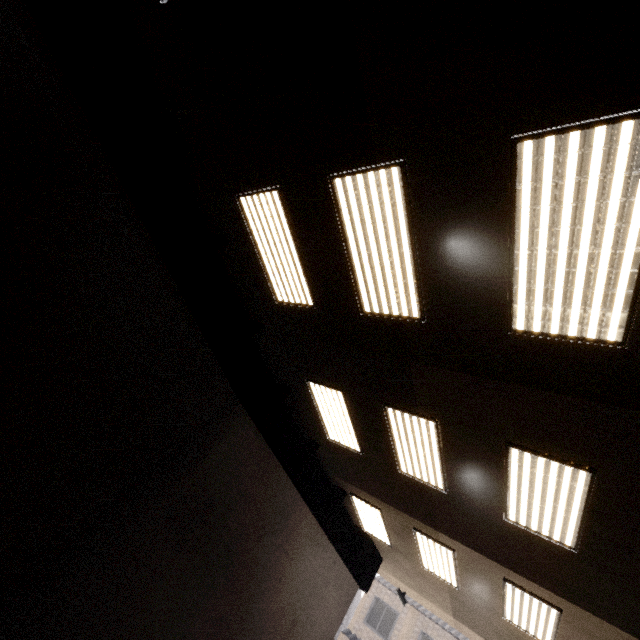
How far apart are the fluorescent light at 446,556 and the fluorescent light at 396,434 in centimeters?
230cm

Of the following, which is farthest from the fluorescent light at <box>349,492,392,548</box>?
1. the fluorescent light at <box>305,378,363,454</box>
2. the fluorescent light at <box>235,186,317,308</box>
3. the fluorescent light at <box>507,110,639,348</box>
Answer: the fluorescent light at <box>507,110,639,348</box>

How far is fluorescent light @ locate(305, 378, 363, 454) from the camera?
6.7m

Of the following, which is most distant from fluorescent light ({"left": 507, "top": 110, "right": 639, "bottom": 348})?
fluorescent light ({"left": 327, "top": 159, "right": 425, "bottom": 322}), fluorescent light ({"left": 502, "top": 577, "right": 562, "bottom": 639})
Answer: fluorescent light ({"left": 502, "top": 577, "right": 562, "bottom": 639})

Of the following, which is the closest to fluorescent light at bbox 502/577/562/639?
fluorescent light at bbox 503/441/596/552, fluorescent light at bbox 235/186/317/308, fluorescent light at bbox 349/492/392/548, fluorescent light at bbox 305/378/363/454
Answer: fluorescent light at bbox 503/441/596/552

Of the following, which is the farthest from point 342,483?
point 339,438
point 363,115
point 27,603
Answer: point 363,115

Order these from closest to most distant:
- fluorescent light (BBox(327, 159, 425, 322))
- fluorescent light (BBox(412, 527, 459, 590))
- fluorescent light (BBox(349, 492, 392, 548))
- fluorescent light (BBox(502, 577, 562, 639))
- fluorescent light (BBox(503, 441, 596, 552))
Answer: fluorescent light (BBox(327, 159, 425, 322))
fluorescent light (BBox(503, 441, 596, 552))
fluorescent light (BBox(502, 577, 562, 639))
fluorescent light (BBox(412, 527, 459, 590))
fluorescent light (BBox(349, 492, 392, 548))

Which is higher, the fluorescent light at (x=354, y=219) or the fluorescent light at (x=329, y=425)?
the fluorescent light at (x=354, y=219)
